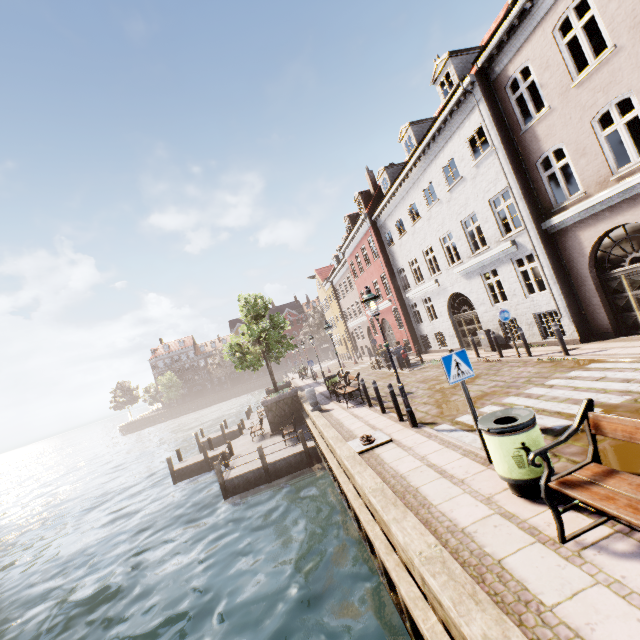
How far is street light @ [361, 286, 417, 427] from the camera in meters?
8.3 m

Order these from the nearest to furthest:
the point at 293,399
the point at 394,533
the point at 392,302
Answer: the point at 394,533, the point at 293,399, the point at 392,302

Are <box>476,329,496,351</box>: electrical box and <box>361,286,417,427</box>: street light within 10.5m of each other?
yes

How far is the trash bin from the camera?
4.1 meters

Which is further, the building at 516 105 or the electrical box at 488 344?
the electrical box at 488 344

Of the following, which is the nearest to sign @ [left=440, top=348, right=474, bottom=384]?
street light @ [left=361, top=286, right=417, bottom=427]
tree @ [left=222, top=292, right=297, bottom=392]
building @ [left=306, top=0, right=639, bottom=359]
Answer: street light @ [left=361, top=286, right=417, bottom=427]

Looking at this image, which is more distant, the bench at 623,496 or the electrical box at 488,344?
the electrical box at 488,344

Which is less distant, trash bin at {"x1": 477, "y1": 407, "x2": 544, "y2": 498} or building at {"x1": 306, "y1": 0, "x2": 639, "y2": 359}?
trash bin at {"x1": 477, "y1": 407, "x2": 544, "y2": 498}
